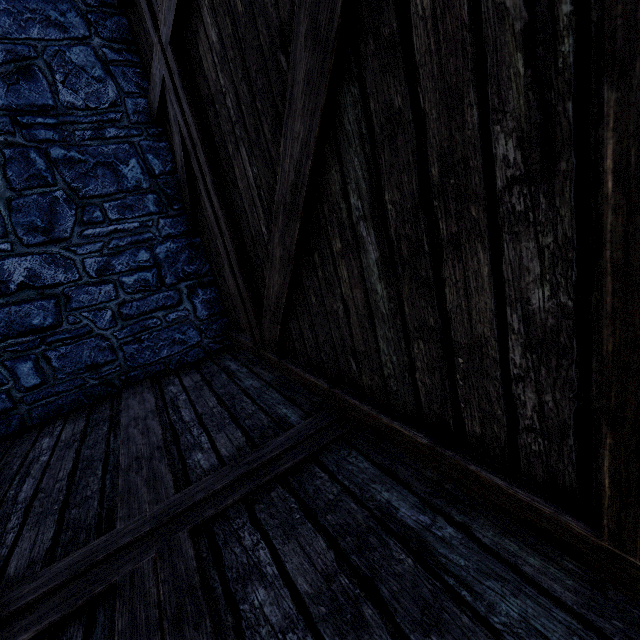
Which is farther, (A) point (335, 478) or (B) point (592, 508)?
(A) point (335, 478)
